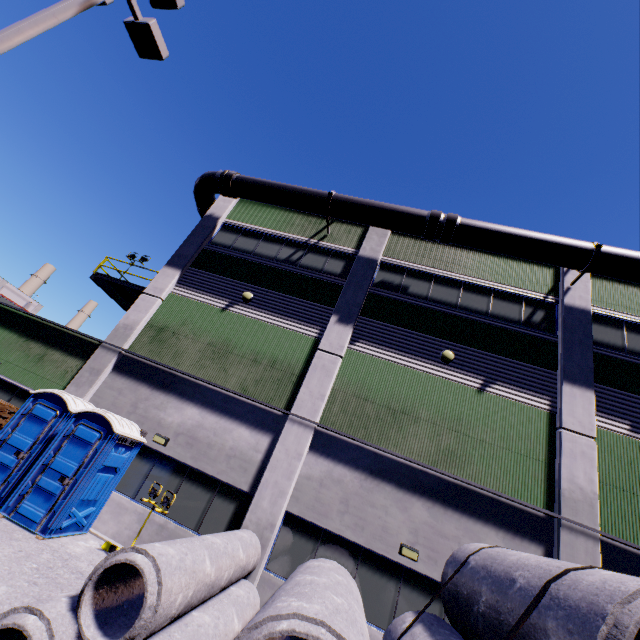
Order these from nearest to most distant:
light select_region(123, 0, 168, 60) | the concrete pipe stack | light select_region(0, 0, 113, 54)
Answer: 1. the concrete pipe stack
2. light select_region(0, 0, 113, 54)
3. light select_region(123, 0, 168, 60)

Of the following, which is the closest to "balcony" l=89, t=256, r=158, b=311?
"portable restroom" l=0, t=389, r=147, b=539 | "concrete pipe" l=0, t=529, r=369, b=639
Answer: "portable restroom" l=0, t=389, r=147, b=539

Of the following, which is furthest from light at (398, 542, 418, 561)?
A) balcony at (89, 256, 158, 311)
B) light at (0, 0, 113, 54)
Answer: balcony at (89, 256, 158, 311)

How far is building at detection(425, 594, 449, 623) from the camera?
7.98m

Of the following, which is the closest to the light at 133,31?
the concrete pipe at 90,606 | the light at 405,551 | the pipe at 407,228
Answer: the concrete pipe at 90,606

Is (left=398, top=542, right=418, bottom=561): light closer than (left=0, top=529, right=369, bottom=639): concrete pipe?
No

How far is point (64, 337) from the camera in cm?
1294

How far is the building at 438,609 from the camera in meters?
8.0
